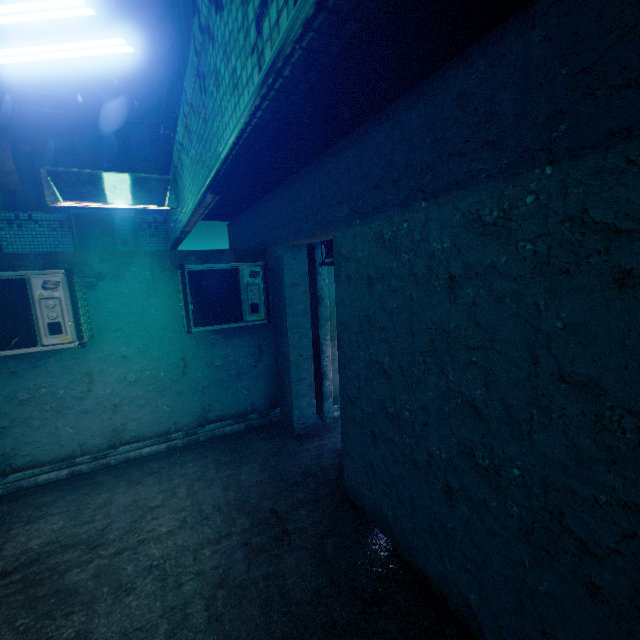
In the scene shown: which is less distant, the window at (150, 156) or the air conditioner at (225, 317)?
the air conditioner at (225, 317)

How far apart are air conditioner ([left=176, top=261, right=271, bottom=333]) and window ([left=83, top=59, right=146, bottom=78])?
5.5 meters

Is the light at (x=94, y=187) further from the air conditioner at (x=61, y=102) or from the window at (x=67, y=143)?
the air conditioner at (x=61, y=102)

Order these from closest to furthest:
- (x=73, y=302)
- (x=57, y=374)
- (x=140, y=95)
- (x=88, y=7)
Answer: (x=88, y=7), (x=73, y=302), (x=57, y=374), (x=140, y=95)

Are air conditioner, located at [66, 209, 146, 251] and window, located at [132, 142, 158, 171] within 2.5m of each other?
yes

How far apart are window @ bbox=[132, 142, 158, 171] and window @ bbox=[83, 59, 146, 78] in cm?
142

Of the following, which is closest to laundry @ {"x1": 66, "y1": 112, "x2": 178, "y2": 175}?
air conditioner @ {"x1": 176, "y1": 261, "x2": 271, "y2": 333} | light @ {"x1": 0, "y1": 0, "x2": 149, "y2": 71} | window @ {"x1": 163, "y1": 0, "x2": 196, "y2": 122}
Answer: window @ {"x1": 163, "y1": 0, "x2": 196, "y2": 122}

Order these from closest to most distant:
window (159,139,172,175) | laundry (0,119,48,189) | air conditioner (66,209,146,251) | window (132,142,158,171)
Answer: laundry (0,119,48,189) → window (159,139,172,175) → air conditioner (66,209,146,251) → window (132,142,158,171)
